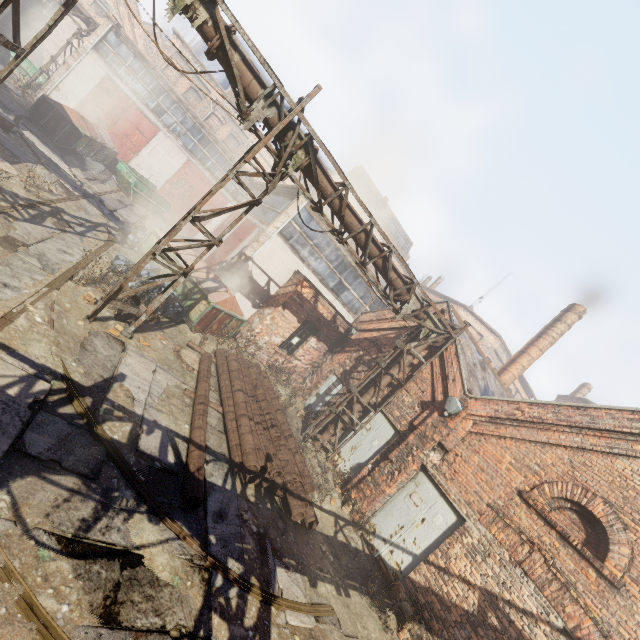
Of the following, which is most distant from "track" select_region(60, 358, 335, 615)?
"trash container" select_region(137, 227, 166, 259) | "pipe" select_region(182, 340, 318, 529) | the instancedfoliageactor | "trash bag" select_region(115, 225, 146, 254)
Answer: the instancedfoliageactor

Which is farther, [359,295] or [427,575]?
[359,295]

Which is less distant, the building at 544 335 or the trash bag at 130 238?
the trash bag at 130 238

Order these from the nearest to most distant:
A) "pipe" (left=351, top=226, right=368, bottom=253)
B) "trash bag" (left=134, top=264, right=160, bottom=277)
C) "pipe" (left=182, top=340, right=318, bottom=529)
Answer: "pipe" (left=182, top=340, right=318, bottom=529)
"pipe" (left=351, top=226, right=368, bottom=253)
"trash bag" (left=134, top=264, right=160, bottom=277)

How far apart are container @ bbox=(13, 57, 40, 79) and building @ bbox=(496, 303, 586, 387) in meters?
32.6

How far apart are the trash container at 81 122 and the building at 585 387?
41.01m

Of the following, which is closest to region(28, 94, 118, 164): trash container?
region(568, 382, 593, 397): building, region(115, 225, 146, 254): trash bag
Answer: region(115, 225, 146, 254): trash bag

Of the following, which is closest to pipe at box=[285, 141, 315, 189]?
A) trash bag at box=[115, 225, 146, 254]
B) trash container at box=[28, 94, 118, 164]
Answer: trash bag at box=[115, 225, 146, 254]
